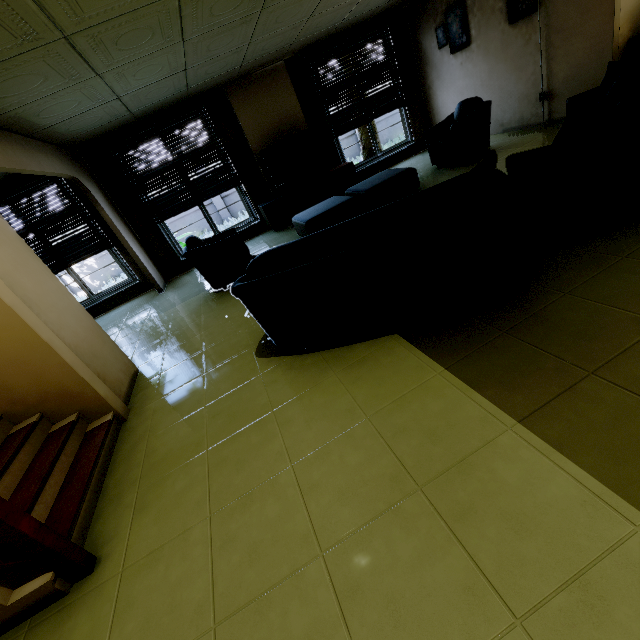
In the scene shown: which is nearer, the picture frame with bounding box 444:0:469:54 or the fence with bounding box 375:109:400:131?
the picture frame with bounding box 444:0:469:54

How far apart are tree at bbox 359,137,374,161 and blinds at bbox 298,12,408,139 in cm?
312

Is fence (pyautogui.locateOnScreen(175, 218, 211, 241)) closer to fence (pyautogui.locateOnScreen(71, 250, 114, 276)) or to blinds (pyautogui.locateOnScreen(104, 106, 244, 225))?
fence (pyautogui.locateOnScreen(71, 250, 114, 276))

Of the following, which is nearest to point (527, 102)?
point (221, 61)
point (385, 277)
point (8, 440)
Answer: point (221, 61)

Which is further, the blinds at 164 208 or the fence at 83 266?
the fence at 83 266

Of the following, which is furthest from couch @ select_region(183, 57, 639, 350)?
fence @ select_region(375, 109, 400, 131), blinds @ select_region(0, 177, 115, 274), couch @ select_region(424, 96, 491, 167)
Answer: fence @ select_region(375, 109, 400, 131)

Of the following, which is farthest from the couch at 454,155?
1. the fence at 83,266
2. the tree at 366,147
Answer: the fence at 83,266

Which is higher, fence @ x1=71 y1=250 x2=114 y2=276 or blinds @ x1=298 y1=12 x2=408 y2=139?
blinds @ x1=298 y1=12 x2=408 y2=139
